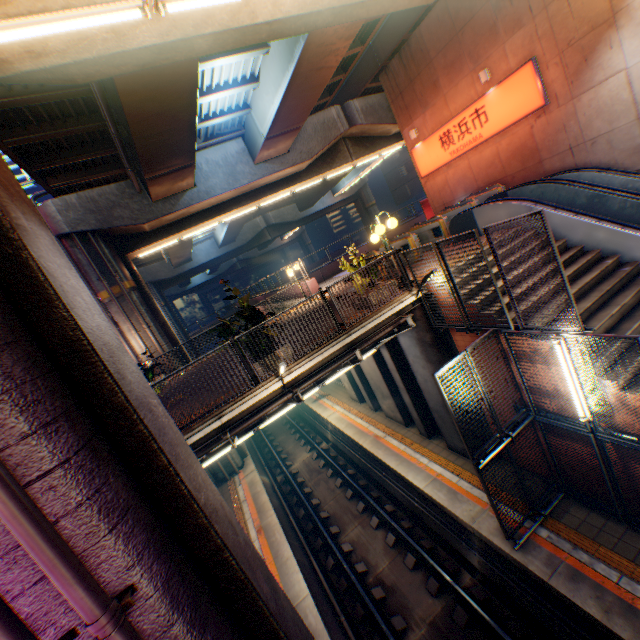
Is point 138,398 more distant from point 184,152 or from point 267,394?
point 184,152

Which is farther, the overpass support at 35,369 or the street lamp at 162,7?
the street lamp at 162,7

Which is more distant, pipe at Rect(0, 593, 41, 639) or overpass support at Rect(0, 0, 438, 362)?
overpass support at Rect(0, 0, 438, 362)

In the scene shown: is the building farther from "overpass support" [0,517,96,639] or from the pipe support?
the pipe support

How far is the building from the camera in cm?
4994

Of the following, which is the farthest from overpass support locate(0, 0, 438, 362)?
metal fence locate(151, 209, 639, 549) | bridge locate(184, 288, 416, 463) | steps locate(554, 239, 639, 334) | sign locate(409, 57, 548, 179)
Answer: steps locate(554, 239, 639, 334)

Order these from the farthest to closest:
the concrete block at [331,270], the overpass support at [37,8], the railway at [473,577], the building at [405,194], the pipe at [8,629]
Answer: the building at [405,194]
the concrete block at [331,270]
the railway at [473,577]
the overpass support at [37,8]
the pipe at [8,629]

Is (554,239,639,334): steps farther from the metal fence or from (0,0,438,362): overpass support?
(0,0,438,362): overpass support
